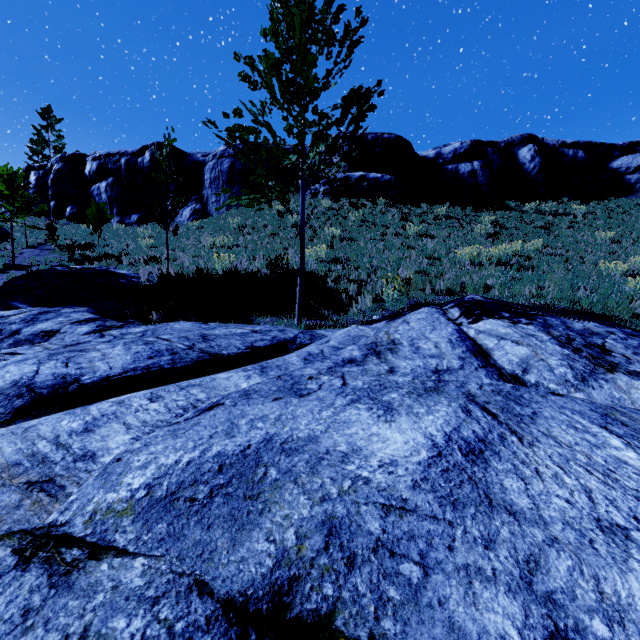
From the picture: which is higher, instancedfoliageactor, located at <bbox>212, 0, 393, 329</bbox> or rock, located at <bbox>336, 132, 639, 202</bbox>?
rock, located at <bbox>336, 132, 639, 202</bbox>

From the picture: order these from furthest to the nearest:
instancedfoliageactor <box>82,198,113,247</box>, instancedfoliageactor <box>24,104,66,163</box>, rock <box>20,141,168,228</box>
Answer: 1. instancedfoliageactor <box>24,104,66,163</box>
2. rock <box>20,141,168,228</box>
3. instancedfoliageactor <box>82,198,113,247</box>

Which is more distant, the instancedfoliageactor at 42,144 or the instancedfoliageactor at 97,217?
the instancedfoliageactor at 42,144

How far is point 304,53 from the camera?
5.6 meters

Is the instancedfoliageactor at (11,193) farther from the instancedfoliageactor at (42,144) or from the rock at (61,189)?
the instancedfoliageactor at (42,144)

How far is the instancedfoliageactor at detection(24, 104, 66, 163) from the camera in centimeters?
4297cm

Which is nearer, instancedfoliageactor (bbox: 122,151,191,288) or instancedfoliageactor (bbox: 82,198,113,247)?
instancedfoliageactor (bbox: 122,151,191,288)

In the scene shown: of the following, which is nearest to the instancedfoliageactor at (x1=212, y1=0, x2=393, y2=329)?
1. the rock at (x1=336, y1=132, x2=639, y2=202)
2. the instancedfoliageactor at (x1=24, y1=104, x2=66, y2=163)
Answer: the rock at (x1=336, y1=132, x2=639, y2=202)
